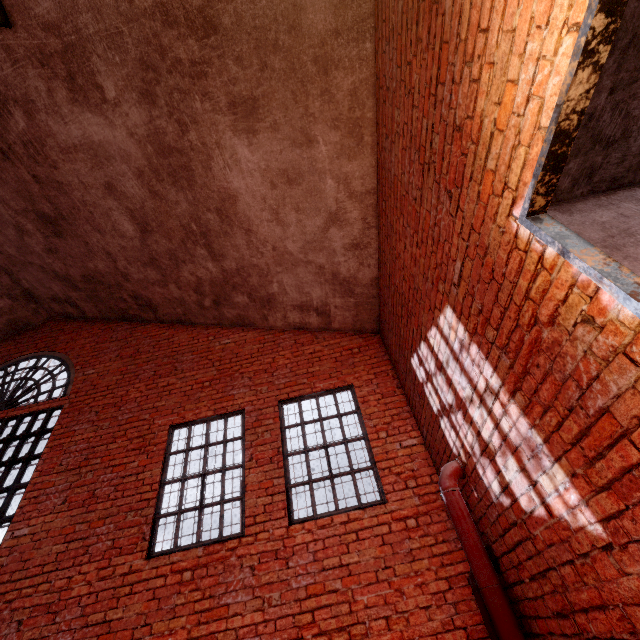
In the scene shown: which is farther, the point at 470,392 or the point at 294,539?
the point at 294,539

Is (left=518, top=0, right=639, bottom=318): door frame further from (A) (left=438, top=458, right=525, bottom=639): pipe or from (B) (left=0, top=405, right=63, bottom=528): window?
(B) (left=0, top=405, right=63, bottom=528): window

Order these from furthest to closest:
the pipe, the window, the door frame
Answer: the window < the pipe < the door frame

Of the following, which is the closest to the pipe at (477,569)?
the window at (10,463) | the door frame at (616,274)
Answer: the door frame at (616,274)

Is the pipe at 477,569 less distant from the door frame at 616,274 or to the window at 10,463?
the door frame at 616,274

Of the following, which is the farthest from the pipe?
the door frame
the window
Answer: the window
